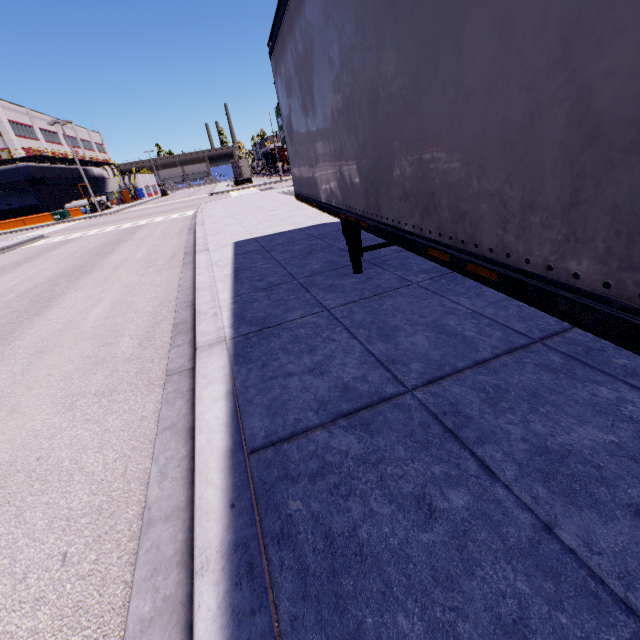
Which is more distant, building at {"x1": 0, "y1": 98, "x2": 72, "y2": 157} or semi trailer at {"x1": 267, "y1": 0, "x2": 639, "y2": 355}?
building at {"x1": 0, "y1": 98, "x2": 72, "y2": 157}

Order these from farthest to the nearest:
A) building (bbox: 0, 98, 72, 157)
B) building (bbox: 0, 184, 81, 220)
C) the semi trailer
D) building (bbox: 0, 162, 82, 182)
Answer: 1. building (bbox: 0, 184, 81, 220)
2. building (bbox: 0, 162, 82, 182)
3. building (bbox: 0, 98, 72, 157)
4. the semi trailer

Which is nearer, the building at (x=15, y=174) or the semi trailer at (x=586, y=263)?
the semi trailer at (x=586, y=263)

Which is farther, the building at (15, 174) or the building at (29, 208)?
the building at (29, 208)

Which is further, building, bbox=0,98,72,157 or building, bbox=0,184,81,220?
building, bbox=0,184,81,220

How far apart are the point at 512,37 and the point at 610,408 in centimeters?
209cm
